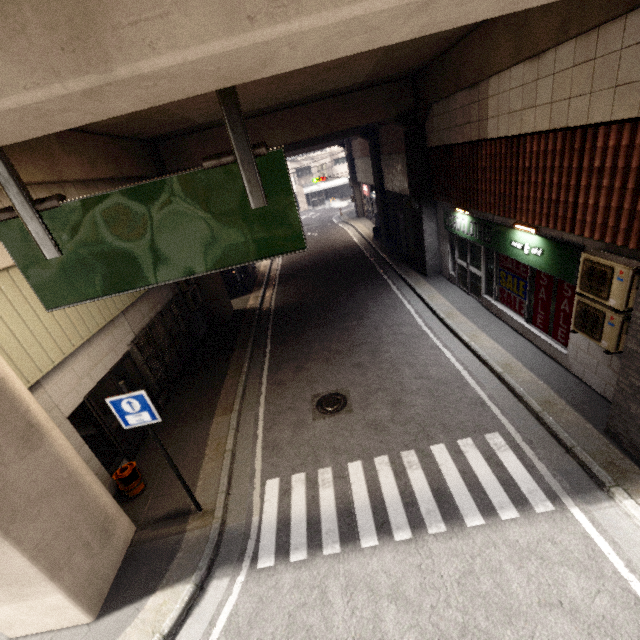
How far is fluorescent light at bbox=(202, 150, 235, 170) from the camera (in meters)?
3.32

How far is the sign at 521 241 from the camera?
6.3m

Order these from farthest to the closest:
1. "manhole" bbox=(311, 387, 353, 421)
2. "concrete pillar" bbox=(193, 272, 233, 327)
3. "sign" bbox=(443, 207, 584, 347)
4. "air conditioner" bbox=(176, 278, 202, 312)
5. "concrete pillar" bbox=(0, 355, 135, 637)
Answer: "concrete pillar" bbox=(193, 272, 233, 327), "air conditioner" bbox=(176, 278, 202, 312), "manhole" bbox=(311, 387, 353, 421), "sign" bbox=(443, 207, 584, 347), "concrete pillar" bbox=(0, 355, 135, 637)

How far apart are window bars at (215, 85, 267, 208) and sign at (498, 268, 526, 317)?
7.1m

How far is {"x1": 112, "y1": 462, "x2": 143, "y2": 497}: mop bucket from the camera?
6.4 meters

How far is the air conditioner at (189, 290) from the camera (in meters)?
11.72

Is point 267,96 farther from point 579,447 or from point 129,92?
point 579,447

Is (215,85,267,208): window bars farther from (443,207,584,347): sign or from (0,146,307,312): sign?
(443,207,584,347): sign
